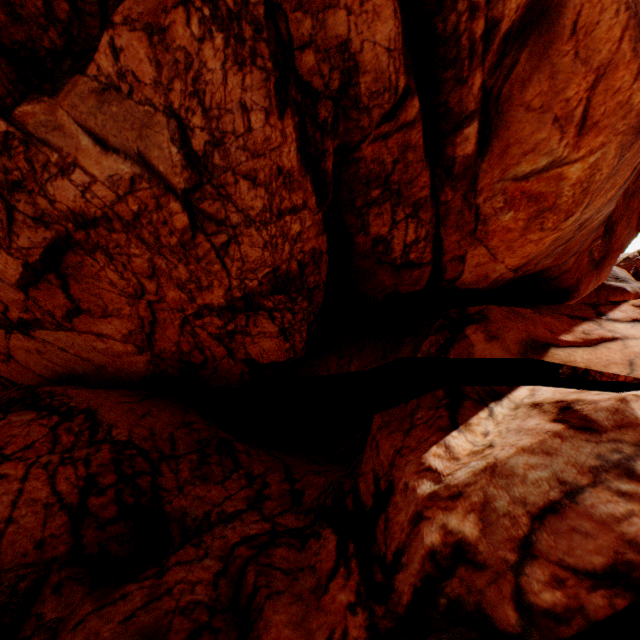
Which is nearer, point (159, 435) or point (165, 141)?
point (165, 141)
